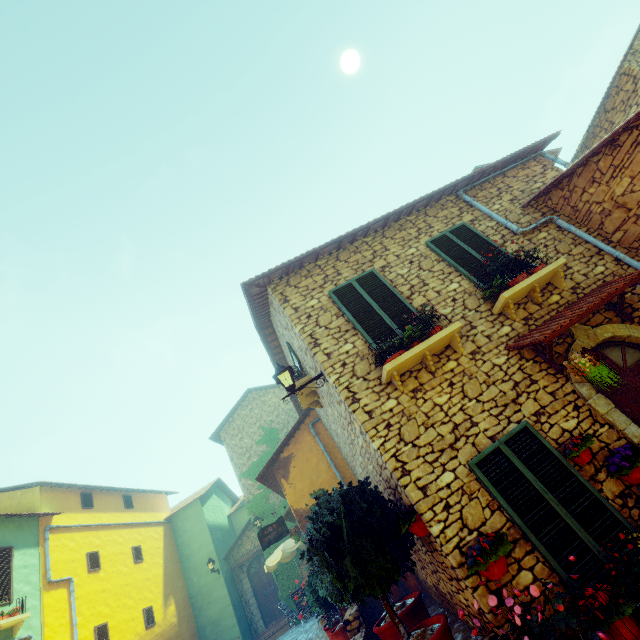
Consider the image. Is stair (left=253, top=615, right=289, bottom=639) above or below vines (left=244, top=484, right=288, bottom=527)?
below

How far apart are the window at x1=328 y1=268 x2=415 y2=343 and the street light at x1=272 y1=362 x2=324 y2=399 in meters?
0.9 m

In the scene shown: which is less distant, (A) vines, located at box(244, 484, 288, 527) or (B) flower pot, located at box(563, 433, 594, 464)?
(B) flower pot, located at box(563, 433, 594, 464)

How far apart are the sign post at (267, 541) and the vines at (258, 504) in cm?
621

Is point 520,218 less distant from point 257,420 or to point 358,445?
point 358,445

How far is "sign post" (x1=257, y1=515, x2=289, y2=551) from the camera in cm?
1038

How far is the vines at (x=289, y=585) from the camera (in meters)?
14.59

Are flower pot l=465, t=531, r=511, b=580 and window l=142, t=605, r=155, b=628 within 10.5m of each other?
no
